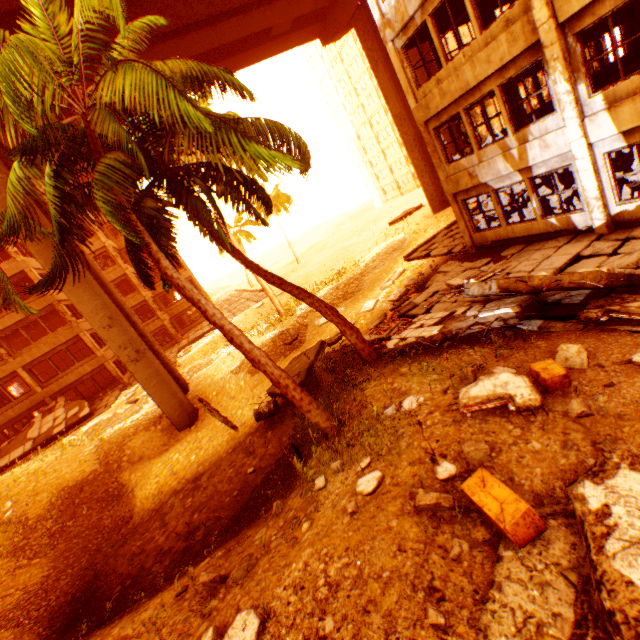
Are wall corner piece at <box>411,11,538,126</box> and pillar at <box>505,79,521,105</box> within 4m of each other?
no

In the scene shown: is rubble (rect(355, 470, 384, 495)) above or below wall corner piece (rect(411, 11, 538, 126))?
below

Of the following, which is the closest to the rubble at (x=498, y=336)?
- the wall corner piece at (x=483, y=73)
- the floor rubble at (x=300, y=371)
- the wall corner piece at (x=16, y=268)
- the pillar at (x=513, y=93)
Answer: the floor rubble at (x=300, y=371)

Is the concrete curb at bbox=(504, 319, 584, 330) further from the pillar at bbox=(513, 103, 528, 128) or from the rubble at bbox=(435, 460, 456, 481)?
the pillar at bbox=(513, 103, 528, 128)

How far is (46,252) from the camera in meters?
14.0

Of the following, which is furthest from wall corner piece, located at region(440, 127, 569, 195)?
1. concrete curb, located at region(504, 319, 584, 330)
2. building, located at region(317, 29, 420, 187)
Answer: building, located at region(317, 29, 420, 187)

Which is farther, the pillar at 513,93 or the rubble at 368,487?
the pillar at 513,93

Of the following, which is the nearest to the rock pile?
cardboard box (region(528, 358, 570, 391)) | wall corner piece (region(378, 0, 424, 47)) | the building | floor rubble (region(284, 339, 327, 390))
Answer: cardboard box (region(528, 358, 570, 391))
